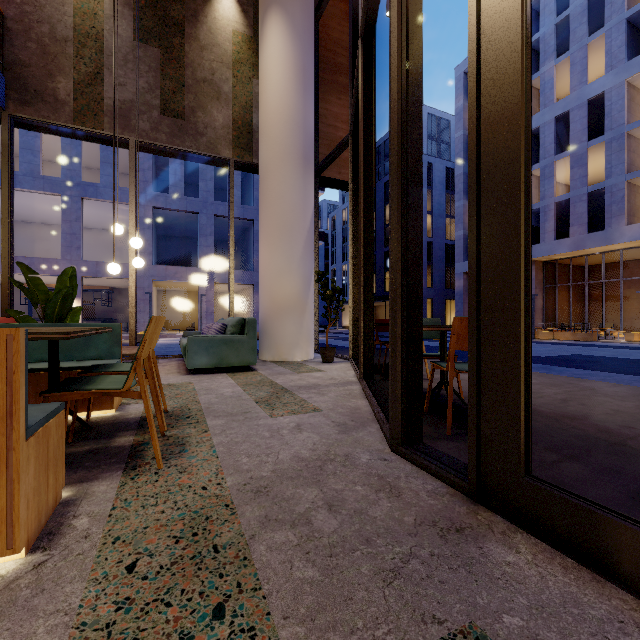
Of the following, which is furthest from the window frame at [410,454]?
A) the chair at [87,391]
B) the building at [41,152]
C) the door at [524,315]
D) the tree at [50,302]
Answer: the building at [41,152]

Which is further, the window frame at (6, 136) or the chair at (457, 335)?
the window frame at (6, 136)

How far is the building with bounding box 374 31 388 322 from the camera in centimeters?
912cm

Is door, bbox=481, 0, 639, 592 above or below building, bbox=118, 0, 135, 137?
below

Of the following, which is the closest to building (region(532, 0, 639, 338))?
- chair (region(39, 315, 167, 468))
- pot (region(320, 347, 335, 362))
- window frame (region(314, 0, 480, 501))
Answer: window frame (region(314, 0, 480, 501))

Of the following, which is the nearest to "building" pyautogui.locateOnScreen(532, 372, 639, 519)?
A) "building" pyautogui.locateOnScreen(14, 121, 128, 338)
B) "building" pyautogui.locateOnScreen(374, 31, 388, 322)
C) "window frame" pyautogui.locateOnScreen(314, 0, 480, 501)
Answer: "window frame" pyautogui.locateOnScreen(314, 0, 480, 501)

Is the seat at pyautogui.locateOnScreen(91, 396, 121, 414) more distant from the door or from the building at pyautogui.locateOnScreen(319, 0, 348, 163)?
the door

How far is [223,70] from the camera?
7.37m
